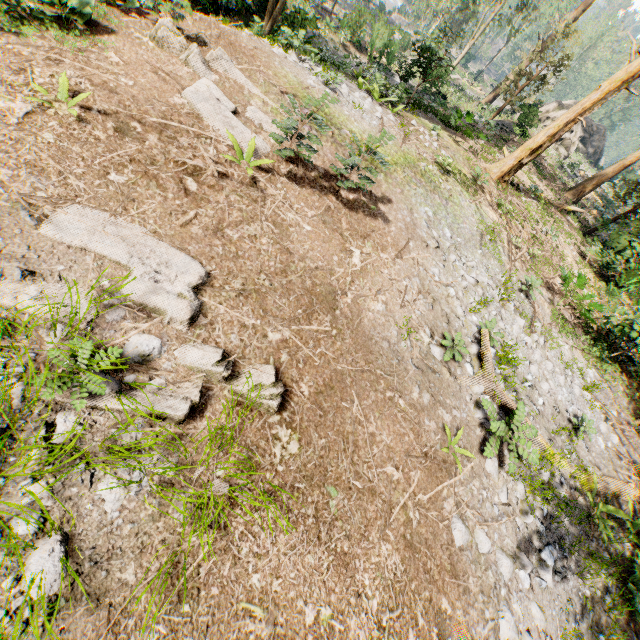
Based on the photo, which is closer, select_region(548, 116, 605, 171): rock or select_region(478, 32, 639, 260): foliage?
select_region(478, 32, 639, 260): foliage

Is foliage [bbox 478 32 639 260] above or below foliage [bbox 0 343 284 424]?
above

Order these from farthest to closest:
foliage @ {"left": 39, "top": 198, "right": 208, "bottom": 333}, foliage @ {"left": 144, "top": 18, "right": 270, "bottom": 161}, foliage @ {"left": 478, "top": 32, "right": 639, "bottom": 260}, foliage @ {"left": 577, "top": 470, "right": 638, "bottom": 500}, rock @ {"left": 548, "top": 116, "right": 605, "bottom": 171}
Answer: rock @ {"left": 548, "top": 116, "right": 605, "bottom": 171}, foliage @ {"left": 478, "top": 32, "right": 639, "bottom": 260}, foliage @ {"left": 577, "top": 470, "right": 638, "bottom": 500}, foliage @ {"left": 144, "top": 18, "right": 270, "bottom": 161}, foliage @ {"left": 39, "top": 198, "right": 208, "bottom": 333}

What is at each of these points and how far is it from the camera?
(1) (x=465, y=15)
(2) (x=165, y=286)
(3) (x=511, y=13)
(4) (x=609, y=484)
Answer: (1) foliage, 48.6 meters
(2) foliage, 4.3 meters
(3) foliage, 26.8 meters
(4) foliage, 8.5 meters

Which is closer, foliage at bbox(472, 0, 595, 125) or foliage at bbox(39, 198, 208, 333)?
foliage at bbox(39, 198, 208, 333)

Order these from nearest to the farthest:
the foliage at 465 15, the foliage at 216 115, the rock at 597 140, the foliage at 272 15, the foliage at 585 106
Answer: the foliage at 216 115
the foliage at 585 106
the foliage at 465 15
the foliage at 272 15
the rock at 597 140

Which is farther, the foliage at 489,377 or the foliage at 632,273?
the foliage at 632,273
